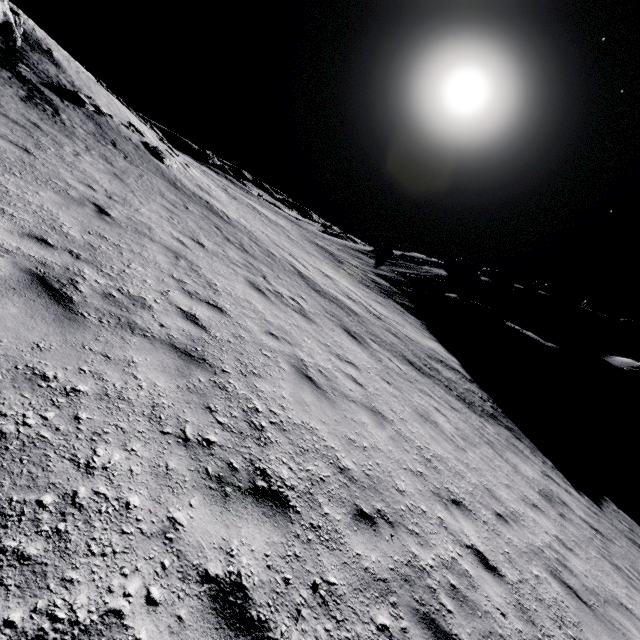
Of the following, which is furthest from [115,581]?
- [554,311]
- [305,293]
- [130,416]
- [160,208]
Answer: [554,311]

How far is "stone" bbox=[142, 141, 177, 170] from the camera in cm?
1655

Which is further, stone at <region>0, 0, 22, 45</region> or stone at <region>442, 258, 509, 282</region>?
stone at <region>442, 258, 509, 282</region>

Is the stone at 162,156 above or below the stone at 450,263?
below

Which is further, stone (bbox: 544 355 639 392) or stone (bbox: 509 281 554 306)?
stone (bbox: 509 281 554 306)

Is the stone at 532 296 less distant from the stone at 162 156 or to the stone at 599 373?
the stone at 599 373

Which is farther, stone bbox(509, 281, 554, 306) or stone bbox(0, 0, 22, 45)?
stone bbox(509, 281, 554, 306)

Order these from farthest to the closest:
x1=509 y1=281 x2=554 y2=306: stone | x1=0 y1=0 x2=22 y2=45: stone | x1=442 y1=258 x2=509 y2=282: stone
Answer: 1. x1=442 y1=258 x2=509 y2=282: stone
2. x1=509 y1=281 x2=554 y2=306: stone
3. x1=0 y1=0 x2=22 y2=45: stone
